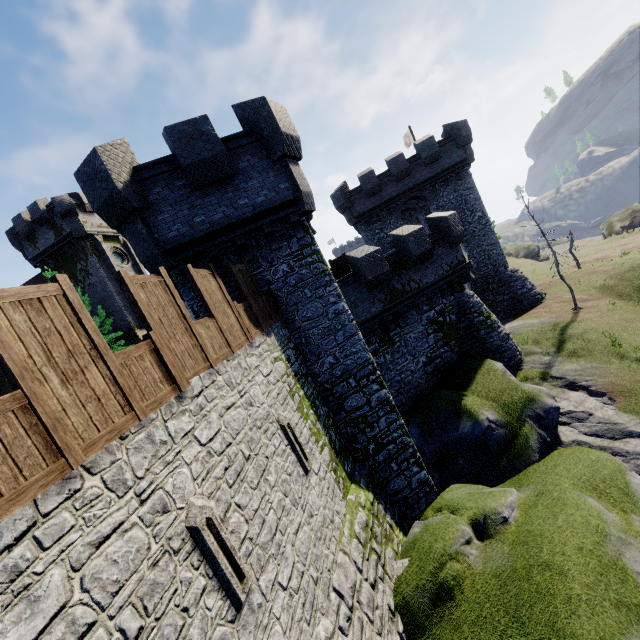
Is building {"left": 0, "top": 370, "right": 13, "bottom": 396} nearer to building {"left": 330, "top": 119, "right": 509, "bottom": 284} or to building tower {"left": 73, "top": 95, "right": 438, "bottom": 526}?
building tower {"left": 73, "top": 95, "right": 438, "bottom": 526}

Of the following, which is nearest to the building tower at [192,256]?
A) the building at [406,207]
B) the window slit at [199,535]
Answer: the window slit at [199,535]

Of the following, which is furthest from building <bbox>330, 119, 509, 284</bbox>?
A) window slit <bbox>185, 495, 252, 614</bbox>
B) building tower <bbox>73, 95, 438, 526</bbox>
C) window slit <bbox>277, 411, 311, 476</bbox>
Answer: window slit <bbox>185, 495, 252, 614</bbox>

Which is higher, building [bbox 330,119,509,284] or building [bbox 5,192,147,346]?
building [bbox 5,192,147,346]

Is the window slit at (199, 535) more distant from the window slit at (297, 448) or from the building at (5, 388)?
the building at (5, 388)

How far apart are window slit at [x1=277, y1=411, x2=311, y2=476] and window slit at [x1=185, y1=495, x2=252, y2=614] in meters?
2.9

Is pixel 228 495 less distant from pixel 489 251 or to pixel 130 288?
pixel 130 288

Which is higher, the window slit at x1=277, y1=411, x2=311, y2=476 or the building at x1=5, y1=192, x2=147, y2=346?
the building at x1=5, y1=192, x2=147, y2=346
